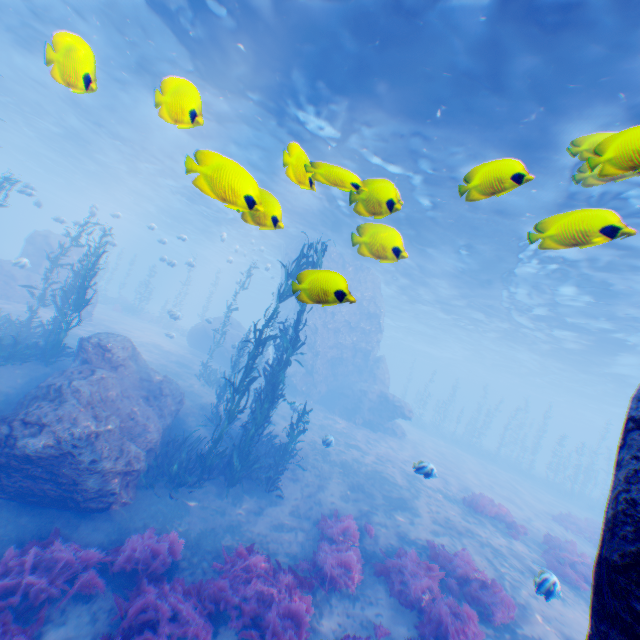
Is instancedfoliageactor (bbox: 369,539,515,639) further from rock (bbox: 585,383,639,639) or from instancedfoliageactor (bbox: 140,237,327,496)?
instancedfoliageactor (bbox: 140,237,327,496)

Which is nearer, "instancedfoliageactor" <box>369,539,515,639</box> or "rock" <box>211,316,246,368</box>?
"instancedfoliageactor" <box>369,539,515,639</box>

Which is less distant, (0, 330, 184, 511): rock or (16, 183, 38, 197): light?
(0, 330, 184, 511): rock

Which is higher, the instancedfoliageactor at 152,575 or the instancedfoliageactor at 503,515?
the instancedfoliageactor at 503,515

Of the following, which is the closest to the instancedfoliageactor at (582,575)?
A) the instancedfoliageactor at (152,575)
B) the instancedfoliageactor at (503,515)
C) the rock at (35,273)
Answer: the instancedfoliageactor at (503,515)

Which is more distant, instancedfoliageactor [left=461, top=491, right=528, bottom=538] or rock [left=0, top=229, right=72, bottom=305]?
rock [left=0, top=229, right=72, bottom=305]

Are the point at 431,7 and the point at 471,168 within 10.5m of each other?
yes

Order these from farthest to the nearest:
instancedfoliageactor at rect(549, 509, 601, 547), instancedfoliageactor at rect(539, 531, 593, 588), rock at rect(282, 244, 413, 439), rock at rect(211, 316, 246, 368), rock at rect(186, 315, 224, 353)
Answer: rock at rect(186, 315, 224, 353) → rock at rect(211, 316, 246, 368) → rock at rect(282, 244, 413, 439) → instancedfoliageactor at rect(549, 509, 601, 547) → instancedfoliageactor at rect(539, 531, 593, 588)
